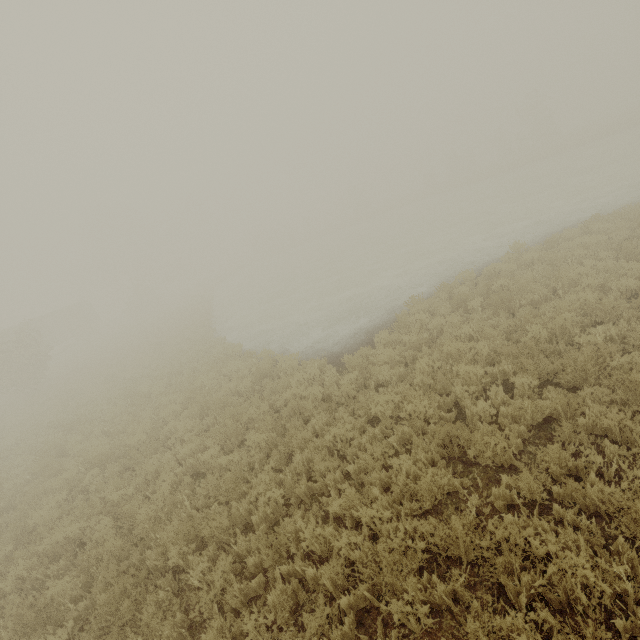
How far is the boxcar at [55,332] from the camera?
36.88m

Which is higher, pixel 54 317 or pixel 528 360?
pixel 54 317

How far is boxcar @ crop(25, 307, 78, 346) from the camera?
36.88m
